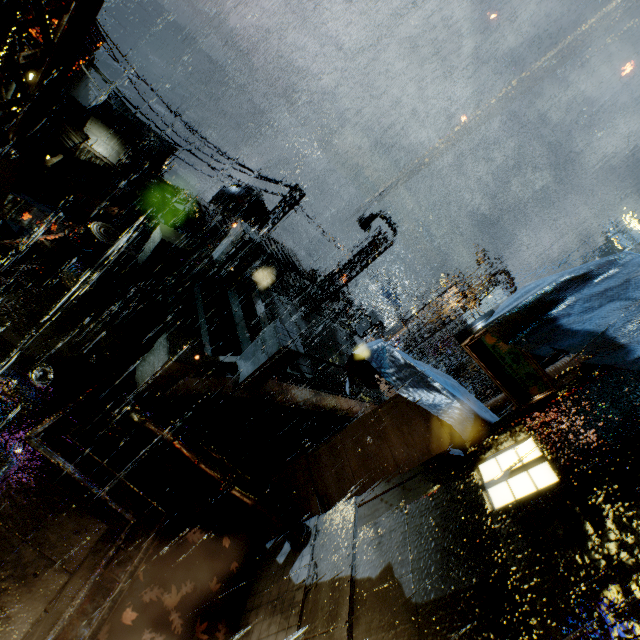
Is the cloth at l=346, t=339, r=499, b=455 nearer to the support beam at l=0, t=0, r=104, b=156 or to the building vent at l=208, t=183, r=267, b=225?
→ the support beam at l=0, t=0, r=104, b=156

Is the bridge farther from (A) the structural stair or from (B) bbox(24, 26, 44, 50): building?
(A) the structural stair

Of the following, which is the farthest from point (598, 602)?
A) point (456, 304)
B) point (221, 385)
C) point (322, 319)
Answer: point (456, 304)

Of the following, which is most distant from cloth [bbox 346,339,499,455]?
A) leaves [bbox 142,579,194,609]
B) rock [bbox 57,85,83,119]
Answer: rock [bbox 57,85,83,119]

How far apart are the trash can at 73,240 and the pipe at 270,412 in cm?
622

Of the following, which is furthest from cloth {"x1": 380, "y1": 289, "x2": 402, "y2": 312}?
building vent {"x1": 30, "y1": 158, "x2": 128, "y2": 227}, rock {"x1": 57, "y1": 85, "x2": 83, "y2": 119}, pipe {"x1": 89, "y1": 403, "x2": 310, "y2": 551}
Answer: pipe {"x1": 89, "y1": 403, "x2": 310, "y2": 551}

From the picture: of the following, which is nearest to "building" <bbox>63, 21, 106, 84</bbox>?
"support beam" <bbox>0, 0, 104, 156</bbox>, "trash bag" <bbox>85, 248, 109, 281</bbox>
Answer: "support beam" <bbox>0, 0, 104, 156</bbox>

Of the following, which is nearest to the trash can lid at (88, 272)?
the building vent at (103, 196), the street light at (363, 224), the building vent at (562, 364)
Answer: the building vent at (562, 364)
